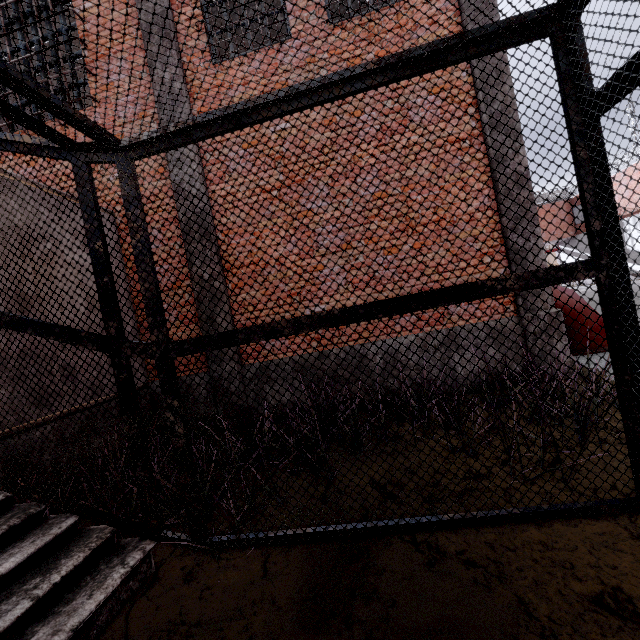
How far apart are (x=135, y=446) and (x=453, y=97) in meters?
6.0 m
